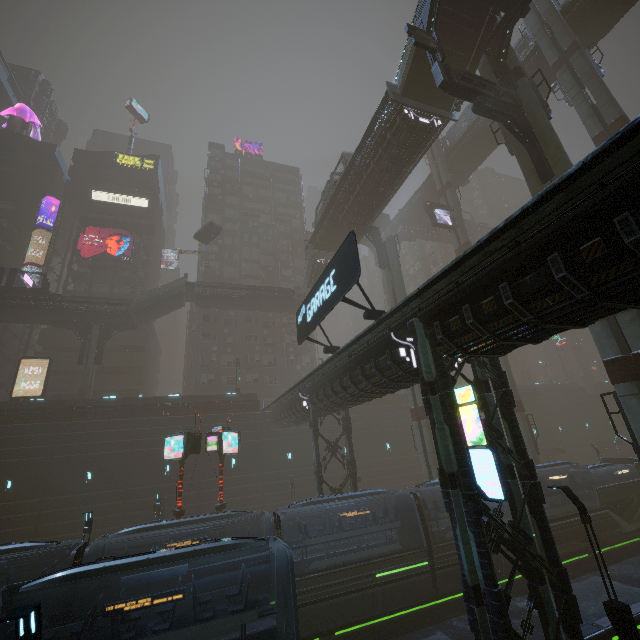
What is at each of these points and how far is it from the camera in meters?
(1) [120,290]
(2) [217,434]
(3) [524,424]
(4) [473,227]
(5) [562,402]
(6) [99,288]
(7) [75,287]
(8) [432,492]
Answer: (1) building, 46.1
(2) sign, 20.5
(3) sm, 29.3
(4) bridge, 57.2
(5) building, 50.4
(6) building, 45.2
(7) building, 44.2
(8) sm, 24.9

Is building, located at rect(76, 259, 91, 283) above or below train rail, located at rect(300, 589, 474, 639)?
above

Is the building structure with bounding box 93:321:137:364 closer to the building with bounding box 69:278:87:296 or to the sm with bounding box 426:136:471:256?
the sm with bounding box 426:136:471:256

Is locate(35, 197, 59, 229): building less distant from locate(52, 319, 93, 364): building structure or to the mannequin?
the mannequin

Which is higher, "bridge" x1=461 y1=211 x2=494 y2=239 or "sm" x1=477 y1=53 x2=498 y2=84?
"bridge" x1=461 y1=211 x2=494 y2=239

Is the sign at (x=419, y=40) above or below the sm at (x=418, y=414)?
above

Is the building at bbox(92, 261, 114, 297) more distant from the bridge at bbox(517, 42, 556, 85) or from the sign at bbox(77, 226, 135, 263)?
the sign at bbox(77, 226, 135, 263)

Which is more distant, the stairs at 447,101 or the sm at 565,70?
the stairs at 447,101
